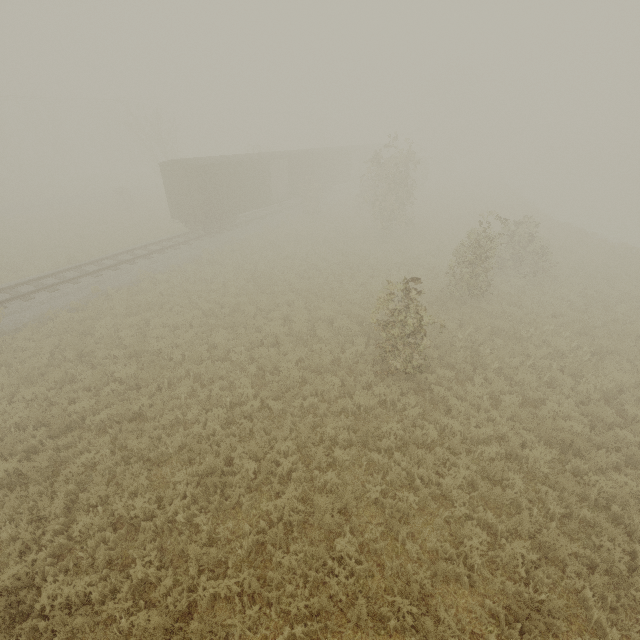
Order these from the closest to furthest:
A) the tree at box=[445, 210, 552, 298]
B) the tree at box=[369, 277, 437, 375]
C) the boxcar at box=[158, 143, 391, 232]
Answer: the tree at box=[369, 277, 437, 375] < the tree at box=[445, 210, 552, 298] < the boxcar at box=[158, 143, 391, 232]

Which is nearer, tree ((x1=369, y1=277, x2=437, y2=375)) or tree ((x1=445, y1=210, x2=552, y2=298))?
tree ((x1=369, y1=277, x2=437, y2=375))

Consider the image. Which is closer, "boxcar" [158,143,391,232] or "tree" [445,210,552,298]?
"tree" [445,210,552,298]

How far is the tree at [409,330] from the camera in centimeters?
880cm

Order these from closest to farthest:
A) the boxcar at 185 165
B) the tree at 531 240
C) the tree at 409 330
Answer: the tree at 409 330 → the tree at 531 240 → the boxcar at 185 165

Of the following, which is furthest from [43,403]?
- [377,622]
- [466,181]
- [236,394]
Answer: [466,181]

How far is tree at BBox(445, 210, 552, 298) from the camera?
13.2 meters
